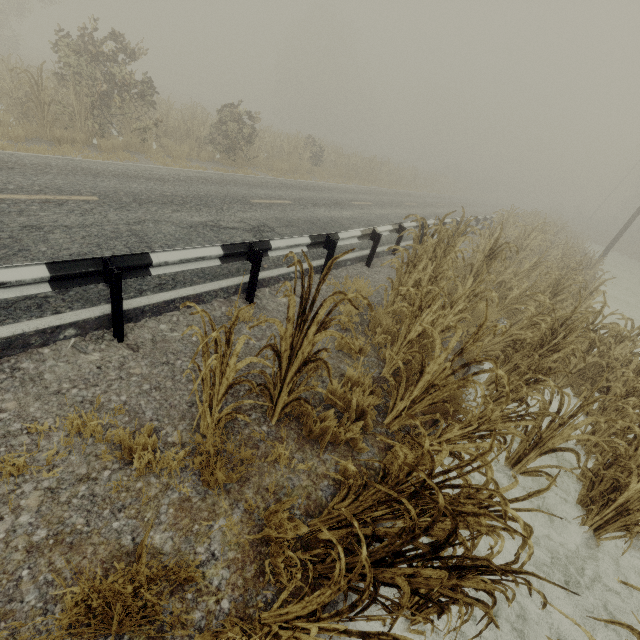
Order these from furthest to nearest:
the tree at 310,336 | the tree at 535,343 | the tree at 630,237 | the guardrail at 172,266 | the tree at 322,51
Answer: the tree at 630,237
the tree at 322,51
the guardrail at 172,266
the tree at 310,336
the tree at 535,343

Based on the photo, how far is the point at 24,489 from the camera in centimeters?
230cm

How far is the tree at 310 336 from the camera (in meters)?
2.43

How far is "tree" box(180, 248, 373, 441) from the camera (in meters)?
2.43

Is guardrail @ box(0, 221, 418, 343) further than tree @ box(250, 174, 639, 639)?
Yes

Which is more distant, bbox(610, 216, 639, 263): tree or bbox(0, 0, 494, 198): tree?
bbox(610, 216, 639, 263): tree

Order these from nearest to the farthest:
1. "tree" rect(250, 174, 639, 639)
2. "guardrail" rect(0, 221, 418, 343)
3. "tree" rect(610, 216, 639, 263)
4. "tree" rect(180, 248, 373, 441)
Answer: "tree" rect(250, 174, 639, 639), "tree" rect(180, 248, 373, 441), "guardrail" rect(0, 221, 418, 343), "tree" rect(610, 216, 639, 263)
